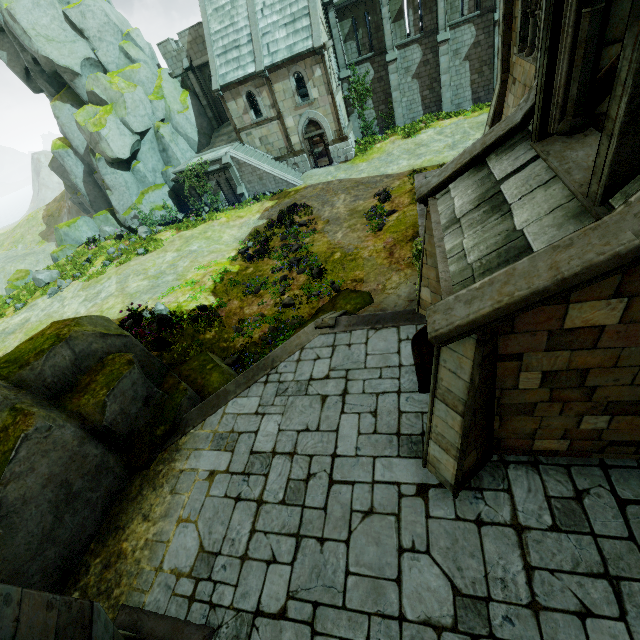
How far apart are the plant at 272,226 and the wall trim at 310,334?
11.7m

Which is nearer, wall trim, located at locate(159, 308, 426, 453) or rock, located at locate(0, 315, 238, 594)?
rock, located at locate(0, 315, 238, 594)

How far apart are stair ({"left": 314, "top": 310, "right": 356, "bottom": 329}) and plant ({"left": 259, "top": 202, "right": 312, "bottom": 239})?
10.5m

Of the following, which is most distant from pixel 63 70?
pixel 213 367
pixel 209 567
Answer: pixel 209 567

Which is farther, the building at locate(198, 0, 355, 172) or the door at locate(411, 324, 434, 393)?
the building at locate(198, 0, 355, 172)

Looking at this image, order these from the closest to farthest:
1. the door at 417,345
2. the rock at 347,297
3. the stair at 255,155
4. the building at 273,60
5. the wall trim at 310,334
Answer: the door at 417,345 → the wall trim at 310,334 → the rock at 347,297 → the building at 273,60 → the stair at 255,155

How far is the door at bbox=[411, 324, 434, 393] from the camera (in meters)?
6.60

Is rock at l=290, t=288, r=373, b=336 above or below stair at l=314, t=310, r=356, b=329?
below
